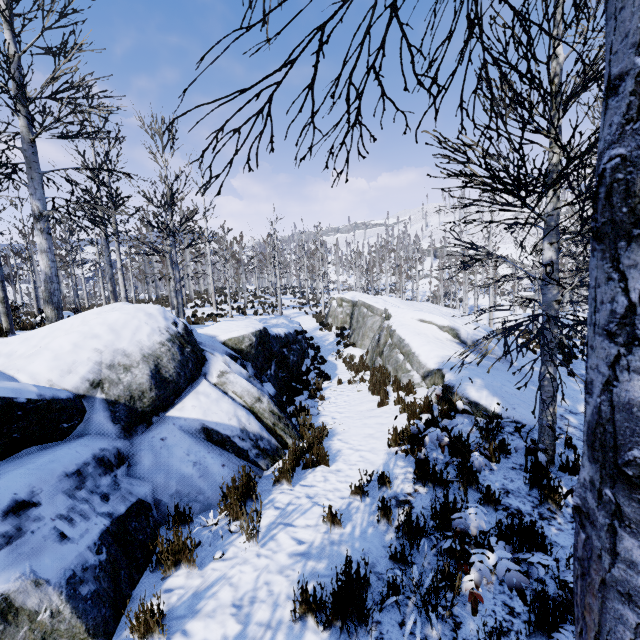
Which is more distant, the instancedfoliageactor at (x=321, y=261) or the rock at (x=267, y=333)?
the instancedfoliageactor at (x=321, y=261)

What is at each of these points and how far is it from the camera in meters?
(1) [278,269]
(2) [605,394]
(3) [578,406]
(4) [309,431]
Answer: (1) instancedfoliageactor, 28.1
(2) instancedfoliageactor, 0.6
(3) rock, 7.7
(4) instancedfoliageactor, 7.1

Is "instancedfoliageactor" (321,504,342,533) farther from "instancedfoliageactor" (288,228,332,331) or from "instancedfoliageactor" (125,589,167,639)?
"instancedfoliageactor" (288,228,332,331)

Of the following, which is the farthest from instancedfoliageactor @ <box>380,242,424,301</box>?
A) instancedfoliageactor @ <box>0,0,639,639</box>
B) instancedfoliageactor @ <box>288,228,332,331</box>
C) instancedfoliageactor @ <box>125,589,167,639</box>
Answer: instancedfoliageactor @ <box>125,589,167,639</box>

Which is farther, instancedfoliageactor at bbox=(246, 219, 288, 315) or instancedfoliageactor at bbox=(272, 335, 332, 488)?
instancedfoliageactor at bbox=(246, 219, 288, 315)

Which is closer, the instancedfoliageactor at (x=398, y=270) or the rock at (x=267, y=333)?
the rock at (x=267, y=333)

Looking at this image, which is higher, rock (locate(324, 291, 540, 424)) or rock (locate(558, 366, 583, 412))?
rock (locate(324, 291, 540, 424))

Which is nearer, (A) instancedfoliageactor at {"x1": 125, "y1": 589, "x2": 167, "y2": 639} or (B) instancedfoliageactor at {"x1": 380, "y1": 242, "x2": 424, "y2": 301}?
(A) instancedfoliageactor at {"x1": 125, "y1": 589, "x2": 167, "y2": 639}
